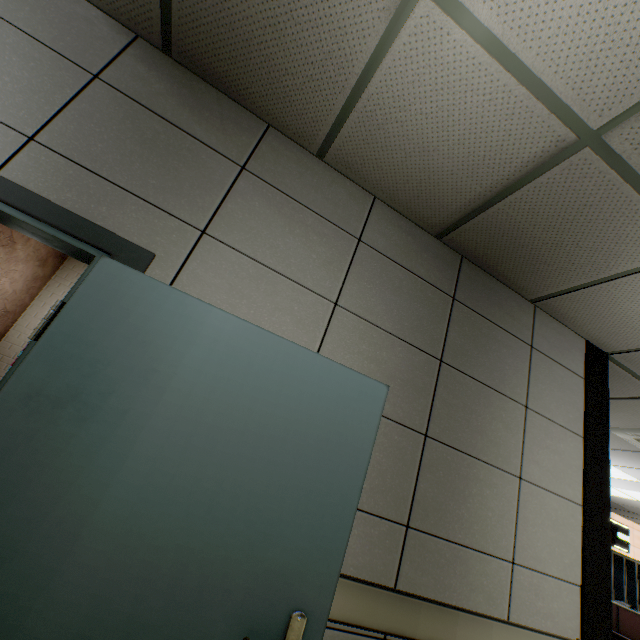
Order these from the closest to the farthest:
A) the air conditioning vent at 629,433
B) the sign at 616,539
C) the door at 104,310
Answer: the door at 104,310 → the air conditioning vent at 629,433 → the sign at 616,539

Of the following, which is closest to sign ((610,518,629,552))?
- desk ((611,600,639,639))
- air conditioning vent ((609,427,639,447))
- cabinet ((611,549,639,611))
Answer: cabinet ((611,549,639,611))

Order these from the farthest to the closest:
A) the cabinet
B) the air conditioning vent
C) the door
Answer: the cabinet < the air conditioning vent < the door

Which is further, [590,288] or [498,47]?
[590,288]

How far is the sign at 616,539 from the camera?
9.5 meters

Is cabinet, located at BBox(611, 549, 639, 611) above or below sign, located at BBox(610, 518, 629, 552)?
below

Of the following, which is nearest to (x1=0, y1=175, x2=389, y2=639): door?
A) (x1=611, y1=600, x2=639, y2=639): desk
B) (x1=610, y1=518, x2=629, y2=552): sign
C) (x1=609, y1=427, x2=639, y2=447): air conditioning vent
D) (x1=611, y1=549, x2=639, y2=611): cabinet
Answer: (x1=609, y1=427, x2=639, y2=447): air conditioning vent
